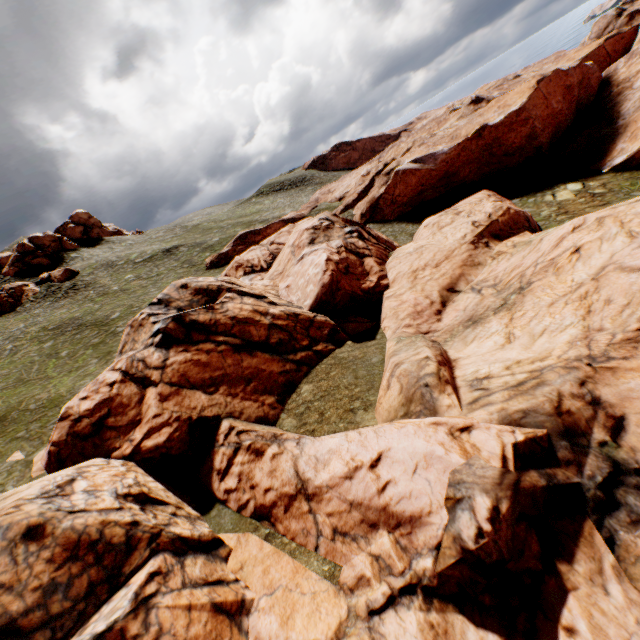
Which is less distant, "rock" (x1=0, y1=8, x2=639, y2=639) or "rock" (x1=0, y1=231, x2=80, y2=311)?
"rock" (x1=0, y1=8, x2=639, y2=639)

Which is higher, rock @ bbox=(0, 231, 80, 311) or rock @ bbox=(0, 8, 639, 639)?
rock @ bbox=(0, 231, 80, 311)

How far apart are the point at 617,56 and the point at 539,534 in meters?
80.6 m

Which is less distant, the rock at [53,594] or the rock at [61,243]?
the rock at [53,594]

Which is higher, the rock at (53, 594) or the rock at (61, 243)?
the rock at (61, 243)
